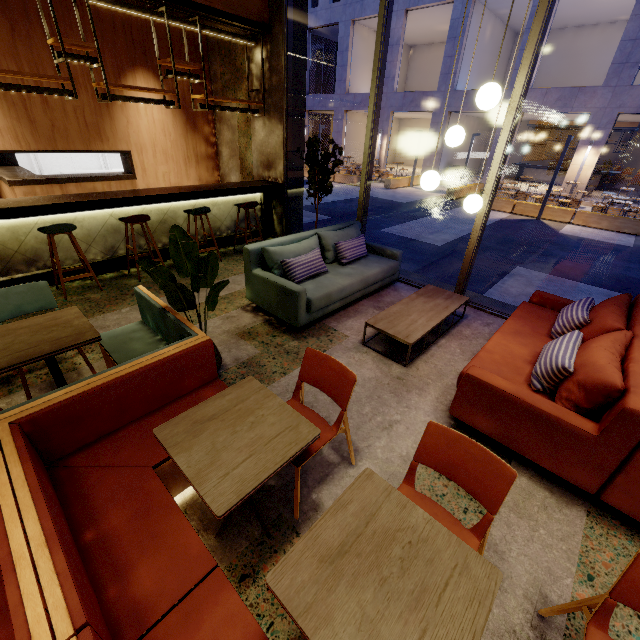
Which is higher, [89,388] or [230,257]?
[89,388]

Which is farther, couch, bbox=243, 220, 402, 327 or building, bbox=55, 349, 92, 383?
couch, bbox=243, 220, 402, 327

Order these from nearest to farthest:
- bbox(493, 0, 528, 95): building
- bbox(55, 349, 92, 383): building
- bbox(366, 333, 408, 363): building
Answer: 1. bbox(55, 349, 92, 383): building
2. bbox(366, 333, 408, 363): building
3. bbox(493, 0, 528, 95): building

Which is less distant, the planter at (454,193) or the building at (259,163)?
the building at (259,163)

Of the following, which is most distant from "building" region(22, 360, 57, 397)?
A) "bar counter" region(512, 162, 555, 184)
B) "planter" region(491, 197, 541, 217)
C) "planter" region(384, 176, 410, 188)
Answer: "bar counter" region(512, 162, 555, 184)

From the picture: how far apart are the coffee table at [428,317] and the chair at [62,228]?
3.9 meters

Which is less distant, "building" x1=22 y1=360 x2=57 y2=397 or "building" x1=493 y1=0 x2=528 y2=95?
"building" x1=22 y1=360 x2=57 y2=397

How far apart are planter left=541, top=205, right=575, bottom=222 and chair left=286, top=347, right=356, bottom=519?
14.4m
